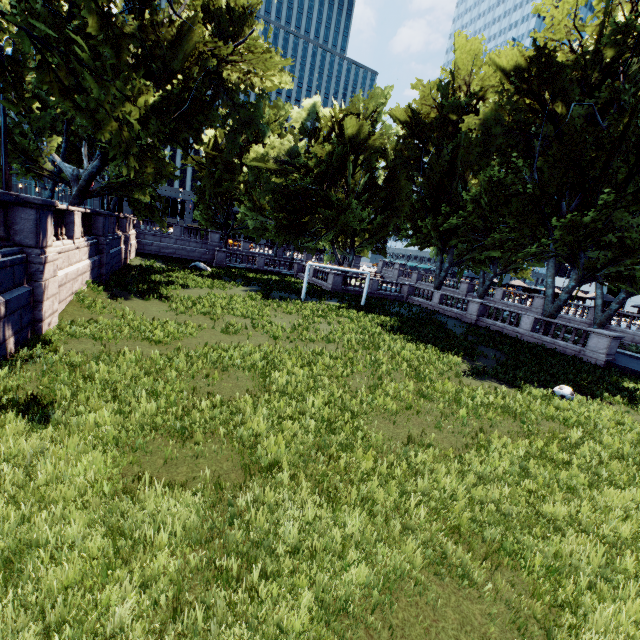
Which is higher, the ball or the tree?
the tree

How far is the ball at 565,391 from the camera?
12.4 meters

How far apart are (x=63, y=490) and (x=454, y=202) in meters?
34.7 m

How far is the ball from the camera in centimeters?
1240cm

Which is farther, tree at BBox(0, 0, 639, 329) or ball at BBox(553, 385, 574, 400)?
tree at BBox(0, 0, 639, 329)

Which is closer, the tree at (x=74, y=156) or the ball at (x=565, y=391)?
the ball at (x=565, y=391)
